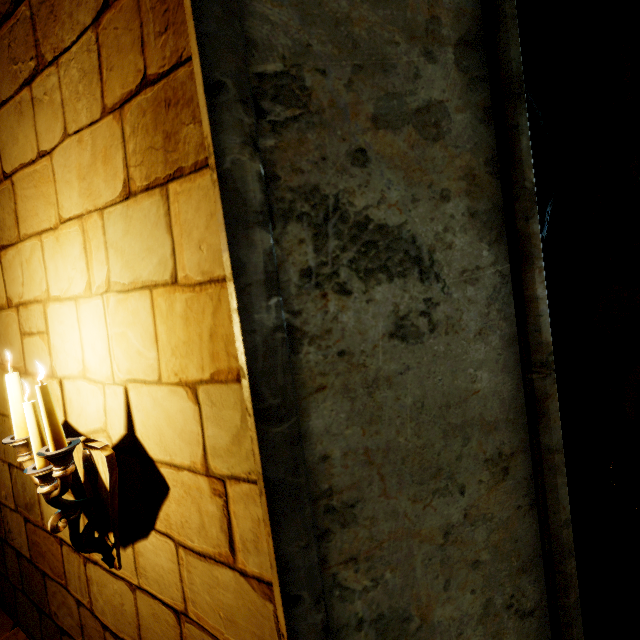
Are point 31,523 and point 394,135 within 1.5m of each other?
no

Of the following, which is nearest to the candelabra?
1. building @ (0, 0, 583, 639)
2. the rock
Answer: building @ (0, 0, 583, 639)

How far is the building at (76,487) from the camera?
1.6m

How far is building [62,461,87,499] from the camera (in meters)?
1.60

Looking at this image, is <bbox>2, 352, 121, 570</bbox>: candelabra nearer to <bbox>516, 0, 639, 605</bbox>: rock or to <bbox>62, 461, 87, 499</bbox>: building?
<bbox>62, 461, 87, 499</bbox>: building

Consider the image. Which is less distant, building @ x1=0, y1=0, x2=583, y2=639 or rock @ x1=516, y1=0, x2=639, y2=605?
building @ x1=0, y1=0, x2=583, y2=639

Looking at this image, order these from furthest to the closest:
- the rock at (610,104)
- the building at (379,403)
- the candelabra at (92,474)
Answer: the rock at (610,104) → the candelabra at (92,474) → the building at (379,403)

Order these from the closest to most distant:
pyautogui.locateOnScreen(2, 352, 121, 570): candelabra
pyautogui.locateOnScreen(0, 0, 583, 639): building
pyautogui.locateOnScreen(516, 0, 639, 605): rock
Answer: pyautogui.locateOnScreen(0, 0, 583, 639): building, pyautogui.locateOnScreen(2, 352, 121, 570): candelabra, pyautogui.locateOnScreen(516, 0, 639, 605): rock
